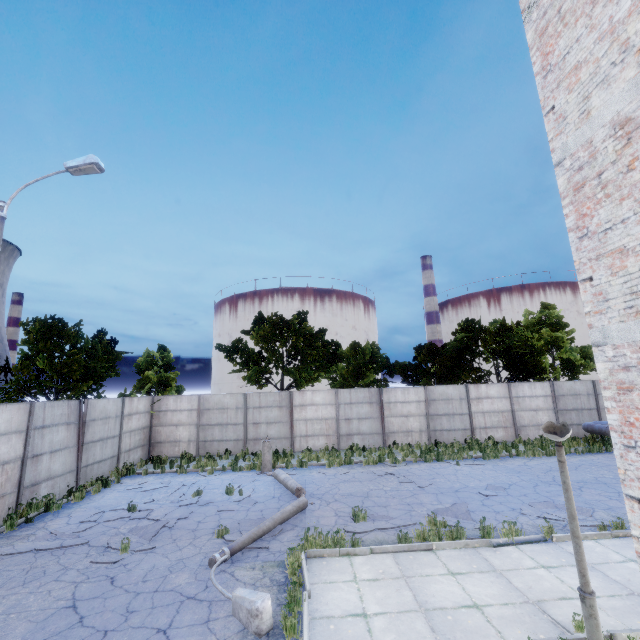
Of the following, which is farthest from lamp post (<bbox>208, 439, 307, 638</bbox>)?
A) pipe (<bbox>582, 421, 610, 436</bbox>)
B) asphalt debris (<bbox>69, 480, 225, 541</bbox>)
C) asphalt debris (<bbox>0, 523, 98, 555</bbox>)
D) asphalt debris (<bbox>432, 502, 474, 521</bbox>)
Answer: pipe (<bbox>582, 421, 610, 436</bbox>)

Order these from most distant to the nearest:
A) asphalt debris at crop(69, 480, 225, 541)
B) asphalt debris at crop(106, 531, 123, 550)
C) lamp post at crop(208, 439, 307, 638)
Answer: asphalt debris at crop(69, 480, 225, 541) → asphalt debris at crop(106, 531, 123, 550) → lamp post at crop(208, 439, 307, 638)

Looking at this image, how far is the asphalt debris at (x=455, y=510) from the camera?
9.4m

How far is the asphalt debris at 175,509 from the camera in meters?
9.4

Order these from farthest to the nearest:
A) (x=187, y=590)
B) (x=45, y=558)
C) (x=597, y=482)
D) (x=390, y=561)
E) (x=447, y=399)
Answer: (x=447, y=399) < (x=597, y=482) < (x=45, y=558) < (x=390, y=561) < (x=187, y=590)

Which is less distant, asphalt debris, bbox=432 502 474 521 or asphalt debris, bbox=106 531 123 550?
asphalt debris, bbox=106 531 123 550

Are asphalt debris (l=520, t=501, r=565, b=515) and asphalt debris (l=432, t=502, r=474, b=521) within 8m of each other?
yes

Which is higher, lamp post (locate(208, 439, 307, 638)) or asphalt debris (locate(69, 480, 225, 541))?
lamp post (locate(208, 439, 307, 638))
